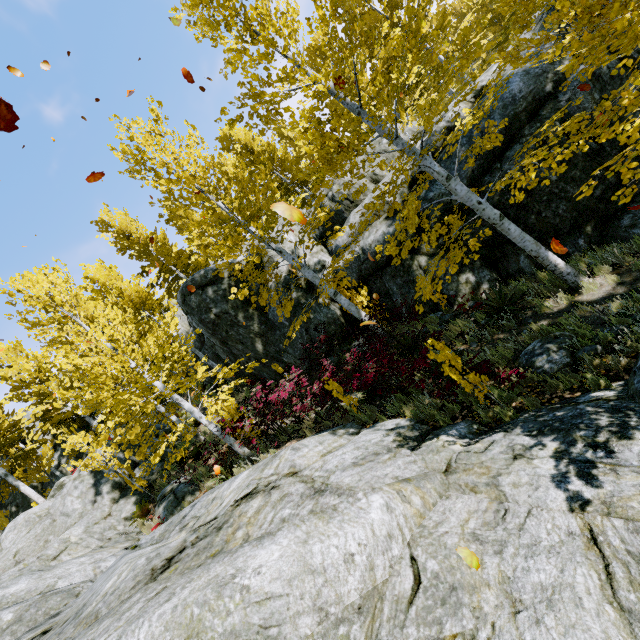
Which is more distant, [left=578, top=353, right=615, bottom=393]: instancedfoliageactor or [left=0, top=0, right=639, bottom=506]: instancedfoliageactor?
[left=0, top=0, right=639, bottom=506]: instancedfoliageactor

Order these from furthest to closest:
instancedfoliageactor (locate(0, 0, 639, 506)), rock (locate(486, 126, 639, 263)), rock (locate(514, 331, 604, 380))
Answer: rock (locate(486, 126, 639, 263)) → instancedfoliageactor (locate(0, 0, 639, 506)) → rock (locate(514, 331, 604, 380))

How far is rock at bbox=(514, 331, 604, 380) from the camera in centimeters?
541cm

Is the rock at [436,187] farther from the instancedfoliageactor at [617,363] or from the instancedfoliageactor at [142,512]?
the instancedfoliageactor at [617,363]

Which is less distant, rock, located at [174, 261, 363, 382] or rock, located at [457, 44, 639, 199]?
rock, located at [457, 44, 639, 199]

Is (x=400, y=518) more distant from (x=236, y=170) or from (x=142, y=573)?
(x=236, y=170)

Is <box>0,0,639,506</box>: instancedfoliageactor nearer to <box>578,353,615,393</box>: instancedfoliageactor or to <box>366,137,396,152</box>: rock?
<box>366,137,396,152</box>: rock
